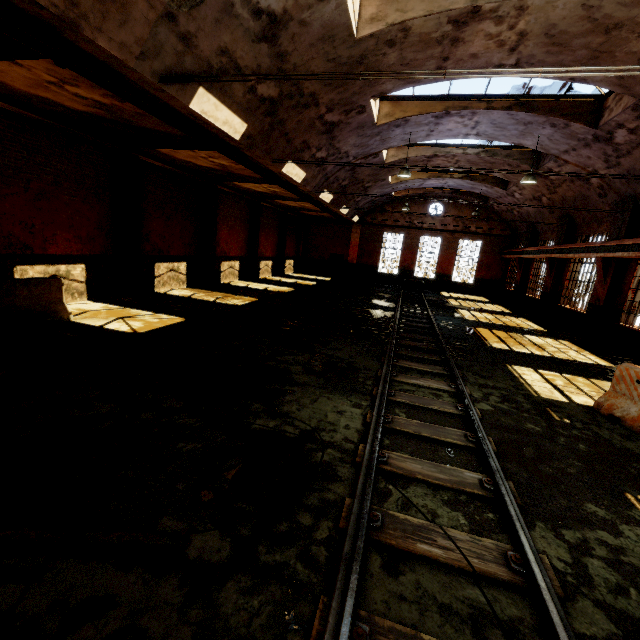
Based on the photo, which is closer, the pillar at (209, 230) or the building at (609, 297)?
the building at (609, 297)

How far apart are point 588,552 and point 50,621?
4.38m

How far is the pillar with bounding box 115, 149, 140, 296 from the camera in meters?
10.9 m

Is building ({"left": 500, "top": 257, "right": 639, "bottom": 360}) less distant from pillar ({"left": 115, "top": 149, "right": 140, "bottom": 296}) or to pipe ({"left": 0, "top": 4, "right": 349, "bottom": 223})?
pipe ({"left": 0, "top": 4, "right": 349, "bottom": 223})

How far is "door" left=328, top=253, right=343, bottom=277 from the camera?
30.0 meters

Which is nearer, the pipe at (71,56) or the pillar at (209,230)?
the pipe at (71,56)

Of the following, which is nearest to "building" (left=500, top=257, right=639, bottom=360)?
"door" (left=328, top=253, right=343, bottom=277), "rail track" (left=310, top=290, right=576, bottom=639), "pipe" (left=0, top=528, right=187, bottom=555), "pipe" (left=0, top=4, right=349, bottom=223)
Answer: "pipe" (left=0, top=4, right=349, bottom=223)

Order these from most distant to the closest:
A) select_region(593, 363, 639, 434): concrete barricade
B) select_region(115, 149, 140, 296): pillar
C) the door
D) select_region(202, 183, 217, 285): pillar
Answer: the door < select_region(202, 183, 217, 285): pillar < select_region(115, 149, 140, 296): pillar < select_region(593, 363, 639, 434): concrete barricade
